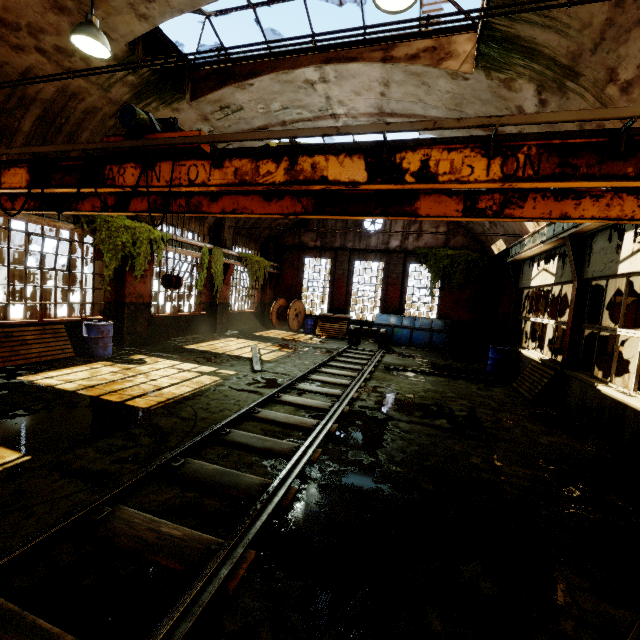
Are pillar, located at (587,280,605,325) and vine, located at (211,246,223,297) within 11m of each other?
no

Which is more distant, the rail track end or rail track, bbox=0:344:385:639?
the rail track end

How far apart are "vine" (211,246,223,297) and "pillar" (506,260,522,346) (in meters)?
11.79

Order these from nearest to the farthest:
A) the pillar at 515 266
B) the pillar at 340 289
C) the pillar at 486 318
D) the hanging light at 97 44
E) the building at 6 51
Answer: the hanging light at 97 44
the building at 6 51
the pillar at 515 266
the pillar at 486 318
the pillar at 340 289

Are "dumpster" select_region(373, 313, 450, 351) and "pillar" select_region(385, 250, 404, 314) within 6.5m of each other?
yes

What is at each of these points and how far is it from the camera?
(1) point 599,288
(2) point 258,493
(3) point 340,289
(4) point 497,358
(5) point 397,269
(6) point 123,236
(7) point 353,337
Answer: (1) pillar, 7.4 meters
(2) rail track, 3.5 meters
(3) pillar, 19.1 meters
(4) barrel, 11.4 meters
(5) pillar, 18.1 meters
(6) vine, 9.4 meters
(7) rail track end, 14.4 meters

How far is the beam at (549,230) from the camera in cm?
813

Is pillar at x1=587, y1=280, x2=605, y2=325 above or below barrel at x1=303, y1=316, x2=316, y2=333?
above
